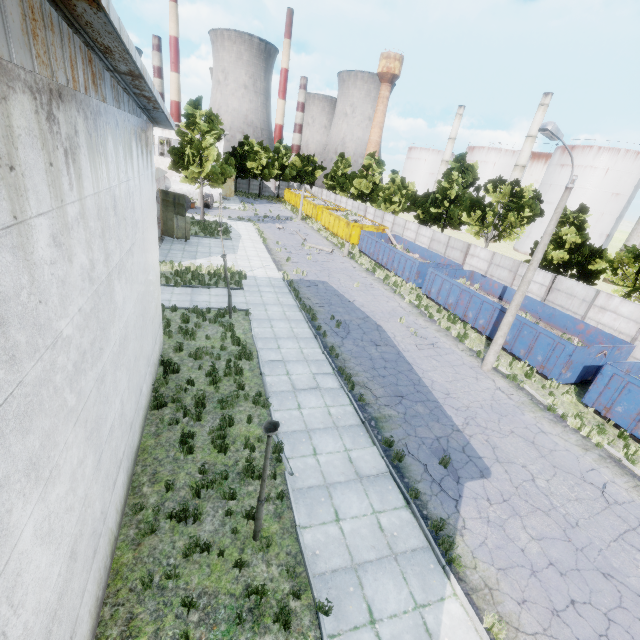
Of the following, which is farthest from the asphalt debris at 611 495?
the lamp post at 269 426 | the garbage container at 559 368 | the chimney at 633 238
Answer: the chimney at 633 238

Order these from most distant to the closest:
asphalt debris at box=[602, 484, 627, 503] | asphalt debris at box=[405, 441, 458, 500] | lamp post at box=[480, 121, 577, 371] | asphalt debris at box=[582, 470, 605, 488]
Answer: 1. lamp post at box=[480, 121, 577, 371]
2. asphalt debris at box=[582, 470, 605, 488]
3. asphalt debris at box=[602, 484, 627, 503]
4. asphalt debris at box=[405, 441, 458, 500]

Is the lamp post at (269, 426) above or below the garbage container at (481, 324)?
above

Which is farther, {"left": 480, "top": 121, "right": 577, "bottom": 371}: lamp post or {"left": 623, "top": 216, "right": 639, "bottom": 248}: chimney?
{"left": 623, "top": 216, "right": 639, "bottom": 248}: chimney

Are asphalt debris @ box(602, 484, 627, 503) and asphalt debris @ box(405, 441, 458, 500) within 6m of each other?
yes

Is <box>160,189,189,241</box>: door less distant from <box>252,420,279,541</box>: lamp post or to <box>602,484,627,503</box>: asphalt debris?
<box>252,420,279,541</box>: lamp post

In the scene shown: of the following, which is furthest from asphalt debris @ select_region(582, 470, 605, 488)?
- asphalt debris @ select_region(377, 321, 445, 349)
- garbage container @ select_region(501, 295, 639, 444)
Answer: asphalt debris @ select_region(377, 321, 445, 349)

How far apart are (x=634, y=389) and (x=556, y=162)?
54.8m
